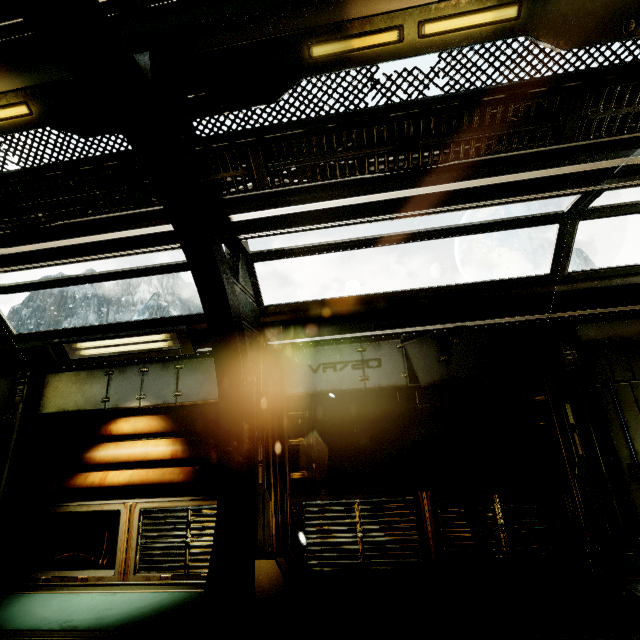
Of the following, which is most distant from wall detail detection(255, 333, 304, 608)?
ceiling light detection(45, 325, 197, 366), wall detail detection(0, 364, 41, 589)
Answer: wall detail detection(0, 364, 41, 589)

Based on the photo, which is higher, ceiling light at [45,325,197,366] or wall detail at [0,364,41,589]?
ceiling light at [45,325,197,366]

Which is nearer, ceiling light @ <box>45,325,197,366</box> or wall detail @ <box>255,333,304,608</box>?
wall detail @ <box>255,333,304,608</box>

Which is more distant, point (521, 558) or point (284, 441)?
point (284, 441)

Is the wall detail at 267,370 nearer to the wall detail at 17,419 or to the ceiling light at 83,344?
the ceiling light at 83,344

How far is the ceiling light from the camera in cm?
427

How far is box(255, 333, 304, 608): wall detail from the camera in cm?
315
